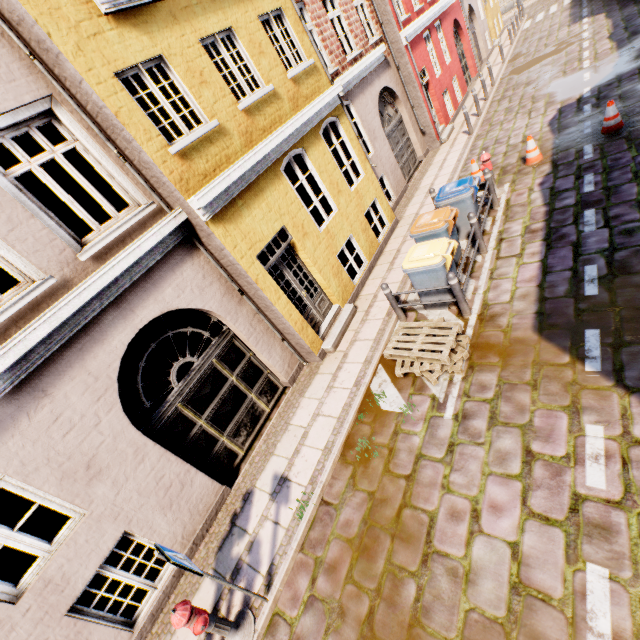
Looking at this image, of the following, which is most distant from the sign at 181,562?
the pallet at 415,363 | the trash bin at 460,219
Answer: the trash bin at 460,219

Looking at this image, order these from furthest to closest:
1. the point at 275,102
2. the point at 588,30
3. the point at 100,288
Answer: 1. the point at 588,30
2. the point at 275,102
3. the point at 100,288

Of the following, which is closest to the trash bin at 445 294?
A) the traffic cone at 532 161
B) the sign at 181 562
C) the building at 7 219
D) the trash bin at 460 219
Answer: the trash bin at 460 219

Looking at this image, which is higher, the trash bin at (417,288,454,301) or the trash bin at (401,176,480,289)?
the trash bin at (401,176,480,289)

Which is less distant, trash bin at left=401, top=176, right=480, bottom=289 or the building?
the building

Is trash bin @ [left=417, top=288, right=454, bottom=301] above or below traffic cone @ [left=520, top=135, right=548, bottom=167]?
above

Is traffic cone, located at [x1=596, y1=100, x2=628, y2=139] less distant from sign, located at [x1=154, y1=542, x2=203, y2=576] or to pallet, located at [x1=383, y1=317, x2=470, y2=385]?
pallet, located at [x1=383, y1=317, x2=470, y2=385]

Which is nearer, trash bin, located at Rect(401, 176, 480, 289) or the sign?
the sign
